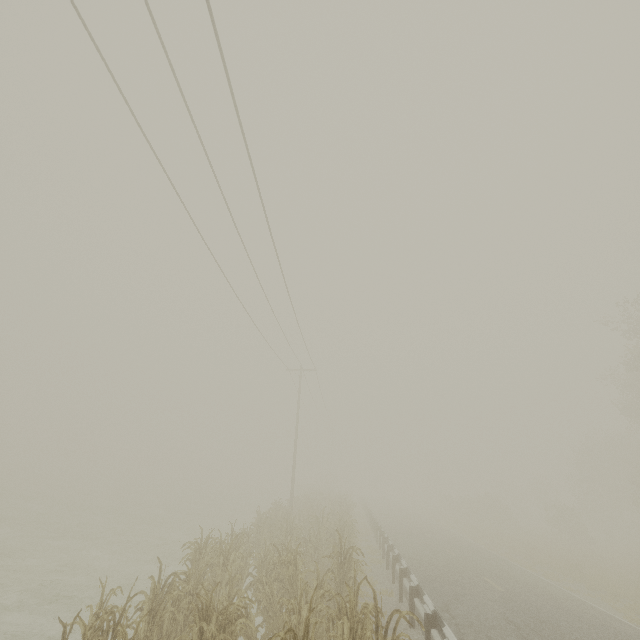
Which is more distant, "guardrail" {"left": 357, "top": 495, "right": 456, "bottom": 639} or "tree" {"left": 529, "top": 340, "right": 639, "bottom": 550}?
"tree" {"left": 529, "top": 340, "right": 639, "bottom": 550}

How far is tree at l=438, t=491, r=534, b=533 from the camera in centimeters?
3551cm

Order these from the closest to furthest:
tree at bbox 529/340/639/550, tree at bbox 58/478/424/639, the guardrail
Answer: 1. tree at bbox 58/478/424/639
2. the guardrail
3. tree at bbox 529/340/639/550

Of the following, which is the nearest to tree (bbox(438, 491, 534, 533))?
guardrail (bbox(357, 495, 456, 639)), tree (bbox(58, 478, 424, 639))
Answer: guardrail (bbox(357, 495, 456, 639))

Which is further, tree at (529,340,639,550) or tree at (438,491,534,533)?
tree at (438,491,534,533)

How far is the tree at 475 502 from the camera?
35.51m

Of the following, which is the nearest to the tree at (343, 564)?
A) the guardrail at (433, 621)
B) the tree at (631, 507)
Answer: the guardrail at (433, 621)

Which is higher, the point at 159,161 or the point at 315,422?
the point at 159,161
